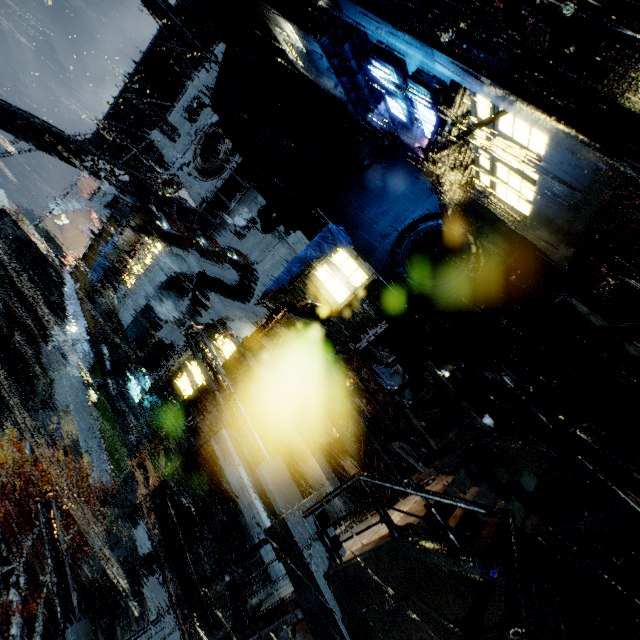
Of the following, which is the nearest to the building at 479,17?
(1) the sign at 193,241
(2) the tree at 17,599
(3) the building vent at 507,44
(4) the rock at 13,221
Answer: (3) the building vent at 507,44

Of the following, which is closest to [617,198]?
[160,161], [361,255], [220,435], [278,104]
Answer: [361,255]

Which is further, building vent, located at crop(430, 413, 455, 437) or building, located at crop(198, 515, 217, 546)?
building, located at crop(198, 515, 217, 546)

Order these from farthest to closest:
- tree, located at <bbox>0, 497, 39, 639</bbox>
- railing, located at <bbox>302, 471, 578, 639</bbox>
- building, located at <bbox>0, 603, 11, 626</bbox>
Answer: building, located at <bbox>0, 603, 11, 626</bbox> < tree, located at <bbox>0, 497, 39, 639</bbox> < railing, located at <bbox>302, 471, 578, 639</bbox>

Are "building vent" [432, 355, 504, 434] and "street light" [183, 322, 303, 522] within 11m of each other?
yes

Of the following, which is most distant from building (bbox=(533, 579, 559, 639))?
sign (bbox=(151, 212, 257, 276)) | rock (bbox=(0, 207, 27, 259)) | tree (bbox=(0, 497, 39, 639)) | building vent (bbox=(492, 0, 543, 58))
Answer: rock (bbox=(0, 207, 27, 259))

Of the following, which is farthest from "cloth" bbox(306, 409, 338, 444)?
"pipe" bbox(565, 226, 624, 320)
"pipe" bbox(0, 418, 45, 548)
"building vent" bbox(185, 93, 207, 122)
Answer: "building vent" bbox(185, 93, 207, 122)

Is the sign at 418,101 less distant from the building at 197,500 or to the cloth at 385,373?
the building at 197,500
